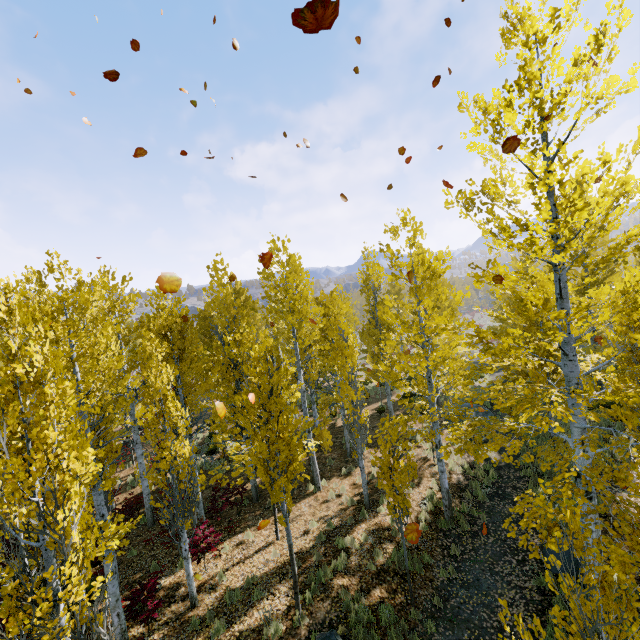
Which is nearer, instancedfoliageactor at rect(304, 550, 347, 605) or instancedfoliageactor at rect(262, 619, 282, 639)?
instancedfoliageactor at rect(262, 619, 282, 639)

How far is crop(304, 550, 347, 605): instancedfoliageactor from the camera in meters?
8.1 m

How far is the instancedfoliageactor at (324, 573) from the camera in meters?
8.1

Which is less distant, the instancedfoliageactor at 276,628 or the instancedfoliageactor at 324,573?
the instancedfoliageactor at 276,628

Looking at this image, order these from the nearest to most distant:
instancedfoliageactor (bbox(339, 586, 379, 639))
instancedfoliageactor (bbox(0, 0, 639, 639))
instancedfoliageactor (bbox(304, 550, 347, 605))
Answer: instancedfoliageactor (bbox(0, 0, 639, 639)) < instancedfoliageactor (bbox(339, 586, 379, 639)) < instancedfoliageactor (bbox(304, 550, 347, 605))

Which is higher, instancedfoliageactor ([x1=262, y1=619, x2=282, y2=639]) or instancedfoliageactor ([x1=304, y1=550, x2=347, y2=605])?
instancedfoliageactor ([x1=304, y1=550, x2=347, y2=605])

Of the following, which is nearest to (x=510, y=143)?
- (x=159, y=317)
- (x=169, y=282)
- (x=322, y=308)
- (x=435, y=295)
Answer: (x=169, y=282)
